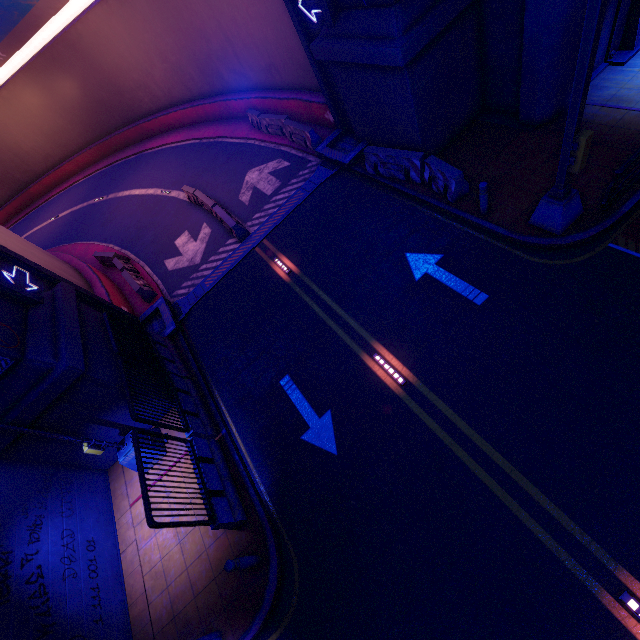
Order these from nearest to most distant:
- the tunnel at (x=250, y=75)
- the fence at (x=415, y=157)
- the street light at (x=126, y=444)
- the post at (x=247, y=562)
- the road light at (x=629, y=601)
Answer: the road light at (x=629, y=601) → the post at (x=247, y=562) → the street light at (x=126, y=444) → the fence at (x=415, y=157) → the tunnel at (x=250, y=75)

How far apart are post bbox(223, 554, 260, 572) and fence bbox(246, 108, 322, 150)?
17.87m

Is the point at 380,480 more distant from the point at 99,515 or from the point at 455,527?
the point at 99,515

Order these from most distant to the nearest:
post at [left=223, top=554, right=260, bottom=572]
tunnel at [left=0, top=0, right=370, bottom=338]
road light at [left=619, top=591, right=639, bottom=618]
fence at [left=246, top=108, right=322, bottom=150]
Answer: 1. fence at [left=246, top=108, right=322, bottom=150]
2. tunnel at [left=0, top=0, right=370, bottom=338]
3. post at [left=223, top=554, right=260, bottom=572]
4. road light at [left=619, top=591, right=639, bottom=618]

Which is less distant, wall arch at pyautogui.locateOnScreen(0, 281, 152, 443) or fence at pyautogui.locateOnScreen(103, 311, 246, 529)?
fence at pyautogui.locateOnScreen(103, 311, 246, 529)

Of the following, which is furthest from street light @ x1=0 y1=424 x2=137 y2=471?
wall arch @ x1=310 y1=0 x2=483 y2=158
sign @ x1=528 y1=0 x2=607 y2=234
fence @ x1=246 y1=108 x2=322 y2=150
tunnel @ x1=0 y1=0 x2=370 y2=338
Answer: fence @ x1=246 y1=108 x2=322 y2=150

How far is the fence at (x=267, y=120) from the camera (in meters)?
14.94

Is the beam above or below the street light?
below
